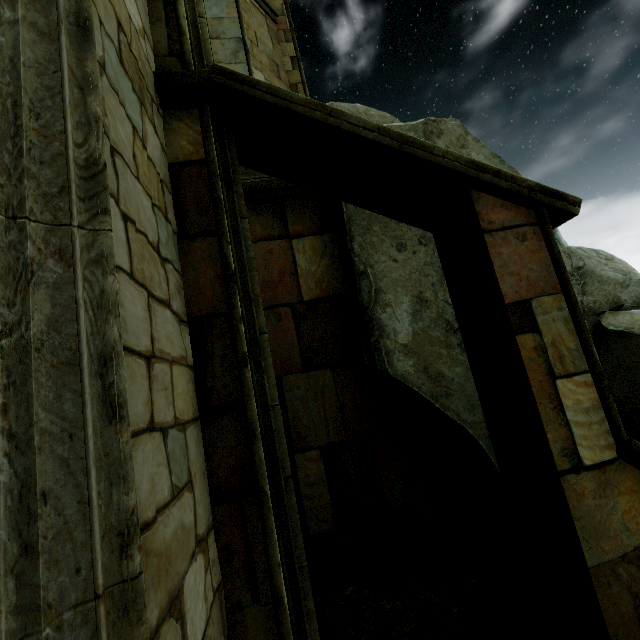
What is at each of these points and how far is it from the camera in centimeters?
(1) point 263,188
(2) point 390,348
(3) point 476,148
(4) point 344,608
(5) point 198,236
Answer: (1) wall trim, 552cm
(2) rock, 481cm
(3) rock, 558cm
(4) rock, 384cm
(5) building, 261cm

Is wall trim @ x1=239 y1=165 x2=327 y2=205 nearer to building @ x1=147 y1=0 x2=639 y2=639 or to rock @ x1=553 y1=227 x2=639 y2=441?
rock @ x1=553 y1=227 x2=639 y2=441

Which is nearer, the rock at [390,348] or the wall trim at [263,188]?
the rock at [390,348]

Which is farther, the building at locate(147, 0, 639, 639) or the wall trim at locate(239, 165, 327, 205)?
the wall trim at locate(239, 165, 327, 205)

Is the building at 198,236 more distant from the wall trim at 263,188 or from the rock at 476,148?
the wall trim at 263,188

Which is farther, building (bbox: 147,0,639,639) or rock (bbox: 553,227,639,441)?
rock (bbox: 553,227,639,441)

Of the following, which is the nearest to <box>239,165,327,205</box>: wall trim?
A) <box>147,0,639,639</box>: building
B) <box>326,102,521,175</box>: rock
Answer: <box>326,102,521,175</box>: rock

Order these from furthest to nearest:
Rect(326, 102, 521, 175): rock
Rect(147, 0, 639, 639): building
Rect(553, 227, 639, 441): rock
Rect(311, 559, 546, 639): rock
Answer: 1. Rect(326, 102, 521, 175): rock
2. Rect(553, 227, 639, 441): rock
3. Rect(311, 559, 546, 639): rock
4. Rect(147, 0, 639, 639): building
